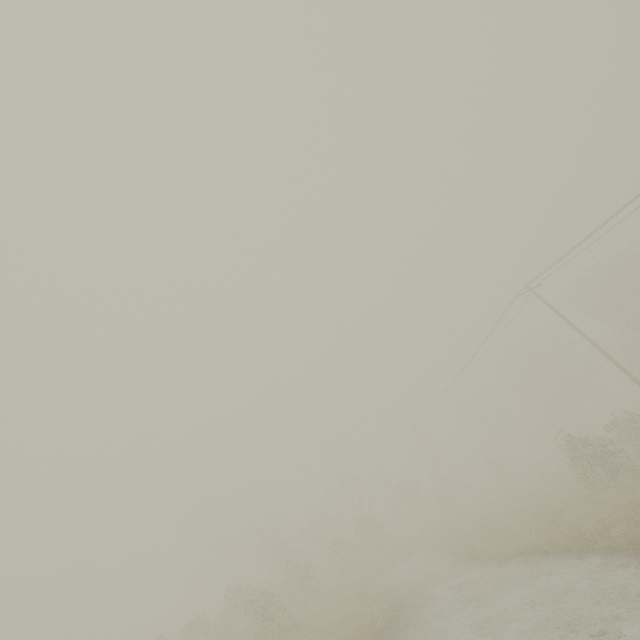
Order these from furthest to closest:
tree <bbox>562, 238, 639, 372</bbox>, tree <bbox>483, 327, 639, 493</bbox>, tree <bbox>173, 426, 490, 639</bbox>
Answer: tree <bbox>562, 238, 639, 372</bbox> → tree <bbox>173, 426, 490, 639</bbox> → tree <bbox>483, 327, 639, 493</bbox>

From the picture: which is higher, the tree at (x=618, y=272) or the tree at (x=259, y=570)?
the tree at (x=618, y=272)

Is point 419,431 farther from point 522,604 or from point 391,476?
point 522,604

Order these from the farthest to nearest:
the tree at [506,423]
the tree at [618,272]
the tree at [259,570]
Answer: the tree at [618,272] < the tree at [259,570] < the tree at [506,423]

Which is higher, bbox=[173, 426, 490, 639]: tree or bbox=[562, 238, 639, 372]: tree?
bbox=[562, 238, 639, 372]: tree

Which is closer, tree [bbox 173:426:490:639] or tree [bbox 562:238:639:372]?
tree [bbox 173:426:490:639]

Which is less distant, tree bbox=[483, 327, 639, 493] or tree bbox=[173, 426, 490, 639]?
tree bbox=[483, 327, 639, 493]
